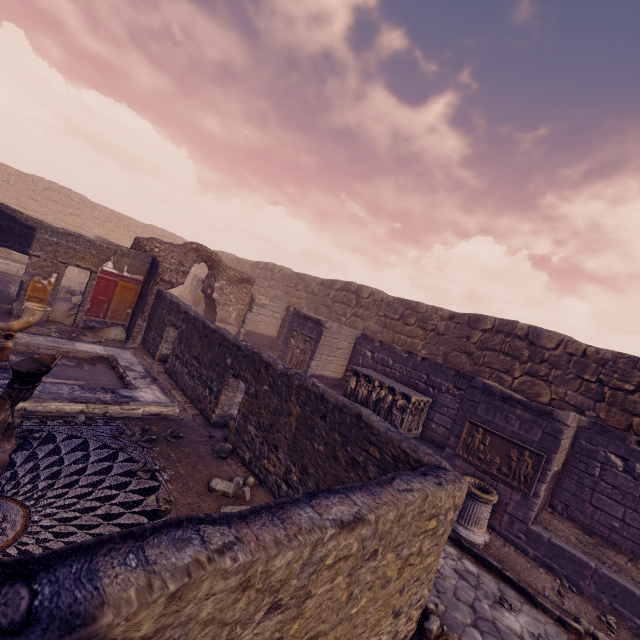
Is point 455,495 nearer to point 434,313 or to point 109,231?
point 434,313

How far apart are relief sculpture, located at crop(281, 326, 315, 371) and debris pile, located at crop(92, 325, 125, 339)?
5.2m

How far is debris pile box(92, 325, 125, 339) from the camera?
9.91m

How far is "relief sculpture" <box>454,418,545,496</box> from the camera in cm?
637

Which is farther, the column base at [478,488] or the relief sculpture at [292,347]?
the relief sculpture at [292,347]

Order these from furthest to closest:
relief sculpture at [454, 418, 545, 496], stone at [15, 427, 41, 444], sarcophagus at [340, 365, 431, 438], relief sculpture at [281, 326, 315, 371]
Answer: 1. relief sculpture at [281, 326, 315, 371]
2. sarcophagus at [340, 365, 431, 438]
3. relief sculpture at [454, 418, 545, 496]
4. stone at [15, 427, 41, 444]

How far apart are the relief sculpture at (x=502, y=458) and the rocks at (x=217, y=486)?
4.7 meters

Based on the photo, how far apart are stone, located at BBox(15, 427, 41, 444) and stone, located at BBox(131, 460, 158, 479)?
1.3m
